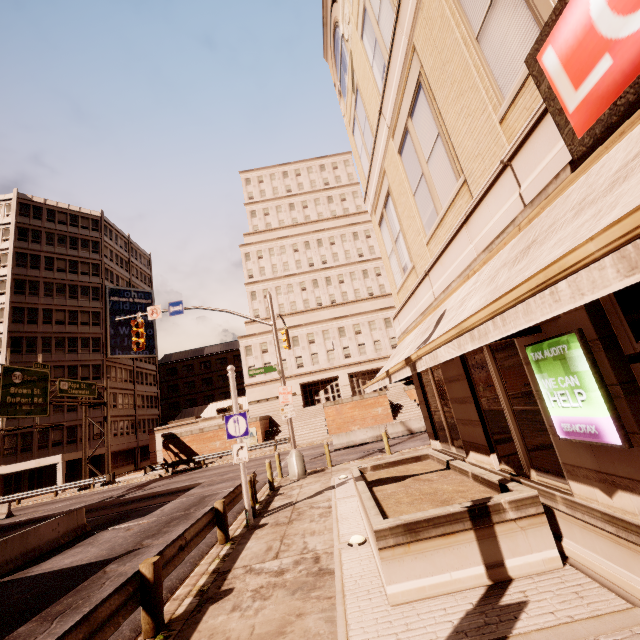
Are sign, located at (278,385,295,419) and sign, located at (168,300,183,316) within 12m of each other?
yes

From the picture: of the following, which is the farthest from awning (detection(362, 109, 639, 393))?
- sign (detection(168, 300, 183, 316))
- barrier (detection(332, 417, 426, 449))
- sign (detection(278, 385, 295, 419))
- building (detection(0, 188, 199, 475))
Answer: building (detection(0, 188, 199, 475))

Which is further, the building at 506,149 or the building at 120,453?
the building at 120,453

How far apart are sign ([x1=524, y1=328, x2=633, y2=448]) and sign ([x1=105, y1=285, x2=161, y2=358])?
50.65m

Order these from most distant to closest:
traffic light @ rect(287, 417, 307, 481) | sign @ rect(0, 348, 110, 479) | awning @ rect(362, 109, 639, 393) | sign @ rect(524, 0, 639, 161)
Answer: sign @ rect(0, 348, 110, 479) → traffic light @ rect(287, 417, 307, 481) → sign @ rect(524, 0, 639, 161) → awning @ rect(362, 109, 639, 393)

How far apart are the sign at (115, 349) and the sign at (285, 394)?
38.8 meters

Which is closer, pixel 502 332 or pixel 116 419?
pixel 502 332

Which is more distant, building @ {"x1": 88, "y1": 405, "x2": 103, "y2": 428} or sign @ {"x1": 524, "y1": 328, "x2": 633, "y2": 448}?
building @ {"x1": 88, "y1": 405, "x2": 103, "y2": 428}
